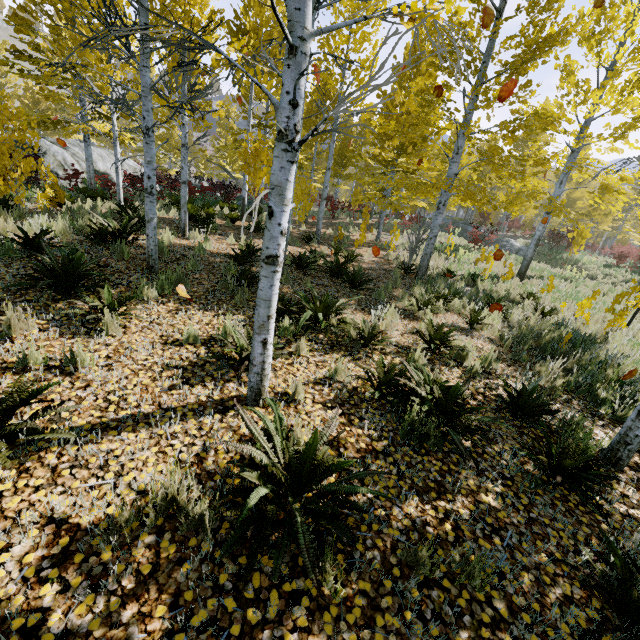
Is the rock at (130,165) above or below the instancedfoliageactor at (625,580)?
above

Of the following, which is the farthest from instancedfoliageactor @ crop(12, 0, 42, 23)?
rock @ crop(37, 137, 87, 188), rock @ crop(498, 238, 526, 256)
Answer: rock @ crop(498, 238, 526, 256)

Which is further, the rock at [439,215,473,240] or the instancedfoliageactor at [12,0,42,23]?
the rock at [439,215,473,240]

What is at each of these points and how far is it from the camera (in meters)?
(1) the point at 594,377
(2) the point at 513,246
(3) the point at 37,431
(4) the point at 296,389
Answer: (1) instancedfoliageactor, 5.31
(2) rock, 23.81
(3) instancedfoliageactor, 2.40
(4) instancedfoliageactor, 3.55

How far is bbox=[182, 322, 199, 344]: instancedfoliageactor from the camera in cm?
410

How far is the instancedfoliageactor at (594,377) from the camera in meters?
5.1

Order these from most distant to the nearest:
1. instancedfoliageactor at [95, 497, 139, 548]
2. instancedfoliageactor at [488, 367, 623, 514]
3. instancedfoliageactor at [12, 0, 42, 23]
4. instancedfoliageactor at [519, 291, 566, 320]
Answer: instancedfoliageactor at [12, 0, 42, 23]
instancedfoliageactor at [519, 291, 566, 320]
instancedfoliageactor at [488, 367, 623, 514]
instancedfoliageactor at [95, 497, 139, 548]
